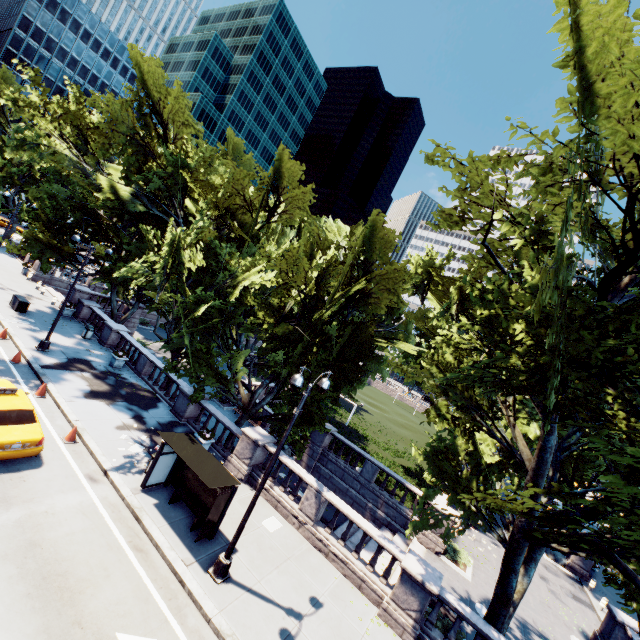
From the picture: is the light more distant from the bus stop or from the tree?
the tree

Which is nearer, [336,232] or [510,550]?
[510,550]

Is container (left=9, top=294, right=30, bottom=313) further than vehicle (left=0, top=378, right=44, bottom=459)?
Yes

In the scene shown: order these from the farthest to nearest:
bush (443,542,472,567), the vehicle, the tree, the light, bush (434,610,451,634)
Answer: bush (443,542,472,567) → bush (434,610,451,634) → the vehicle → the light → the tree

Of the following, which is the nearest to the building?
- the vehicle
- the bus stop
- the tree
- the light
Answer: the tree

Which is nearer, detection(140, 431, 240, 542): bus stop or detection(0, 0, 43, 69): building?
detection(140, 431, 240, 542): bus stop

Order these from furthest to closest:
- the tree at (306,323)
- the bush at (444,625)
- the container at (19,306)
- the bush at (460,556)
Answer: the container at (19,306) → the bush at (460,556) → the bush at (444,625) → the tree at (306,323)

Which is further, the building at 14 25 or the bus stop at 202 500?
the building at 14 25
